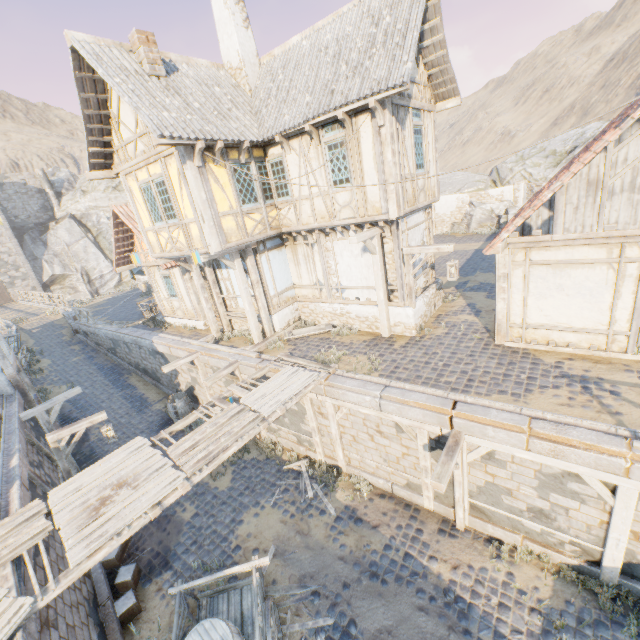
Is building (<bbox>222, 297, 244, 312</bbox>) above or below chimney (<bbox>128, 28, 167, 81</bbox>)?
below

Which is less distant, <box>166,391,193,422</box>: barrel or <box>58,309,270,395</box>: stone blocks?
<box>58,309,270,395</box>: stone blocks

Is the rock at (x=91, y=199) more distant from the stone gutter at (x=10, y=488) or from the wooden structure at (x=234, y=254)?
the wooden structure at (x=234, y=254)

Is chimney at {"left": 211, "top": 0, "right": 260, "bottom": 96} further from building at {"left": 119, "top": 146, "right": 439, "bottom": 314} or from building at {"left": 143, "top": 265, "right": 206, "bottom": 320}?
building at {"left": 143, "top": 265, "right": 206, "bottom": 320}

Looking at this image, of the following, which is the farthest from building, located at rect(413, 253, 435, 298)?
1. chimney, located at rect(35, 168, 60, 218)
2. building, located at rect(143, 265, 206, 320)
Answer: chimney, located at rect(35, 168, 60, 218)

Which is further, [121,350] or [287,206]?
[121,350]

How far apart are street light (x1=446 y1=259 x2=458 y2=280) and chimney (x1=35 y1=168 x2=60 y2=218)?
50.9 meters

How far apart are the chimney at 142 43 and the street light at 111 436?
10.6 meters
